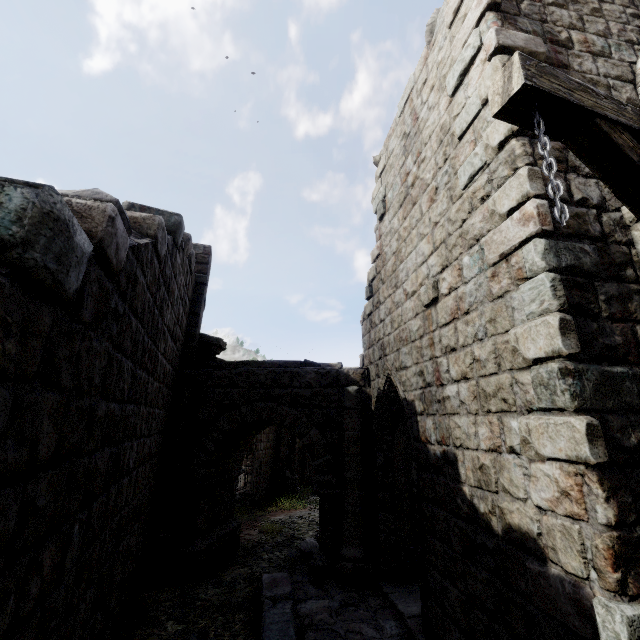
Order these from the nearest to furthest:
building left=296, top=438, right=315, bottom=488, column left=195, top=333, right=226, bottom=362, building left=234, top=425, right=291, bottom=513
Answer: column left=195, top=333, right=226, bottom=362
building left=234, top=425, right=291, bottom=513
building left=296, top=438, right=315, bottom=488

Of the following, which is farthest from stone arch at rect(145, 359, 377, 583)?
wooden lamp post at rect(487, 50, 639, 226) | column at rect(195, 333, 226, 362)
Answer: wooden lamp post at rect(487, 50, 639, 226)

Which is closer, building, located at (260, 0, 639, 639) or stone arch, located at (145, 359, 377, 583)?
building, located at (260, 0, 639, 639)

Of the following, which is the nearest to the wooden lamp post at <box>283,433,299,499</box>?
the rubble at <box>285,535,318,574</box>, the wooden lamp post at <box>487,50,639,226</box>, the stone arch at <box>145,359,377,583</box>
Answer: the rubble at <box>285,535,318,574</box>

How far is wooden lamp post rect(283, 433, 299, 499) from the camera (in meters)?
16.25

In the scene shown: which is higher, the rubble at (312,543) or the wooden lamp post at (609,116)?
the wooden lamp post at (609,116)

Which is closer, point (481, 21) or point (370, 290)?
point (481, 21)

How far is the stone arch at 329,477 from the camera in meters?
6.9
